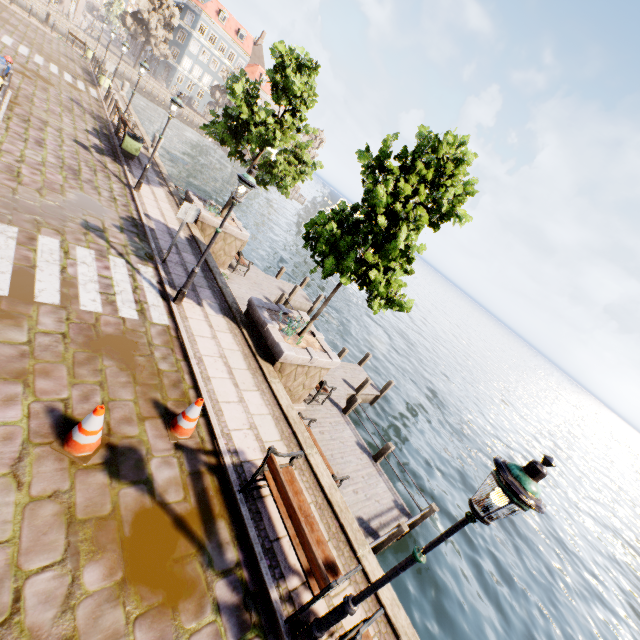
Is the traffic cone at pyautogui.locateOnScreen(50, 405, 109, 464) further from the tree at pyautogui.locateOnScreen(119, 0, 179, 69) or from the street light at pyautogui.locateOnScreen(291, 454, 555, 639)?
the tree at pyautogui.locateOnScreen(119, 0, 179, 69)

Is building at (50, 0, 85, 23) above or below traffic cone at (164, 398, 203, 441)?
above

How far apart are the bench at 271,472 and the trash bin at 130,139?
15.6m

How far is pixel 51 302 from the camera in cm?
594

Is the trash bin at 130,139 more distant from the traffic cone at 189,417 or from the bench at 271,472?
the bench at 271,472

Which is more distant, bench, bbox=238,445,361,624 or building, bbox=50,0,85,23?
building, bbox=50,0,85,23

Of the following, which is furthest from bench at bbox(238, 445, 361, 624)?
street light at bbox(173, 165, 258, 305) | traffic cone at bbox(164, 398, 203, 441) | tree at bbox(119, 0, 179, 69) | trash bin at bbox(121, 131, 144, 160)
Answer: trash bin at bbox(121, 131, 144, 160)

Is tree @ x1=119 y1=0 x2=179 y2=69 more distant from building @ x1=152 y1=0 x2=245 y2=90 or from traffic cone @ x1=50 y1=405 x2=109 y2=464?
traffic cone @ x1=50 y1=405 x2=109 y2=464
